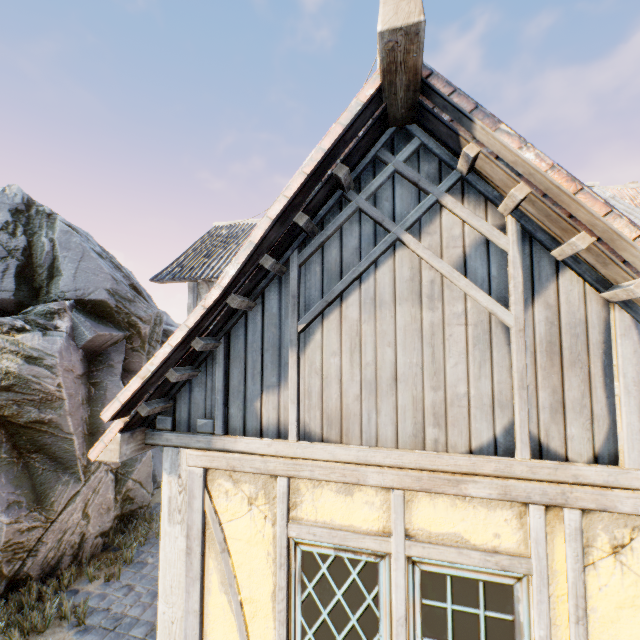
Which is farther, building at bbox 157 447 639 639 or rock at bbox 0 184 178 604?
rock at bbox 0 184 178 604

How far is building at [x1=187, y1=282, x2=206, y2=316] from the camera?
10.12m

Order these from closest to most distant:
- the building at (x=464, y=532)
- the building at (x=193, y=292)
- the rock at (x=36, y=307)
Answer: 1. the building at (x=464, y=532)
2. the rock at (x=36, y=307)
3. the building at (x=193, y=292)

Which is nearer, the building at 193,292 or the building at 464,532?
the building at 464,532

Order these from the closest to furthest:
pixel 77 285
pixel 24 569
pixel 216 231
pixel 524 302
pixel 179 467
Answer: pixel 524 302 < pixel 179 467 < pixel 24 569 < pixel 77 285 < pixel 216 231

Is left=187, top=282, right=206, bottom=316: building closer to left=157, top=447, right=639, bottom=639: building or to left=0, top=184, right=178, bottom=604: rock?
left=0, top=184, right=178, bottom=604: rock
